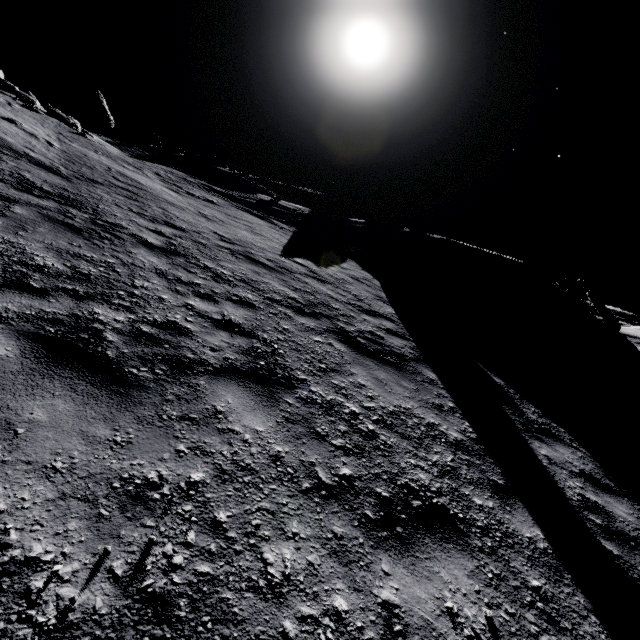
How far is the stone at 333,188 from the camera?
25.4 meters

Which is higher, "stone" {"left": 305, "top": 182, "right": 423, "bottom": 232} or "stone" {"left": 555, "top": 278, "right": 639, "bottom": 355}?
"stone" {"left": 305, "top": 182, "right": 423, "bottom": 232}

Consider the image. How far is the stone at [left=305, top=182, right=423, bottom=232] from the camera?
25.4m

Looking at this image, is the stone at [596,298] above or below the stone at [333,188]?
below

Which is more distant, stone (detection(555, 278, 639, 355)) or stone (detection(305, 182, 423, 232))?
stone (detection(305, 182, 423, 232))

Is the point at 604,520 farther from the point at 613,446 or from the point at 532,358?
the point at 532,358
